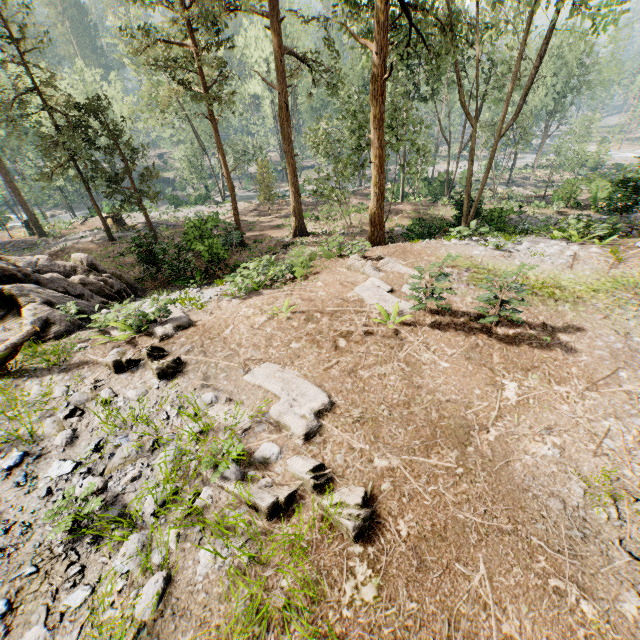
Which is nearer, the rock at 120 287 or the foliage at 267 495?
the foliage at 267 495

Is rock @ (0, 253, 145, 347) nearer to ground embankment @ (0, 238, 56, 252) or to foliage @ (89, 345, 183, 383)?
foliage @ (89, 345, 183, 383)

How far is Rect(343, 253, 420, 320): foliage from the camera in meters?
8.3

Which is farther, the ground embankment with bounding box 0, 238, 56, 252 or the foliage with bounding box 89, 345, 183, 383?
→ the ground embankment with bounding box 0, 238, 56, 252

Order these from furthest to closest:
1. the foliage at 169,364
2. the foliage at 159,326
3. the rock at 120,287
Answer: the rock at 120,287 < the foliage at 159,326 < the foliage at 169,364

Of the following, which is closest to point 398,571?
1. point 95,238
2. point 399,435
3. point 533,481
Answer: point 399,435

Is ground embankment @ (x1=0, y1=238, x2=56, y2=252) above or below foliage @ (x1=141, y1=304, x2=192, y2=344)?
below

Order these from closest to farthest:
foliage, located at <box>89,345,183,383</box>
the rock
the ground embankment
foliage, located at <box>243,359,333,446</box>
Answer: foliage, located at <box>243,359,333,446</box>, foliage, located at <box>89,345,183,383</box>, the rock, the ground embankment
